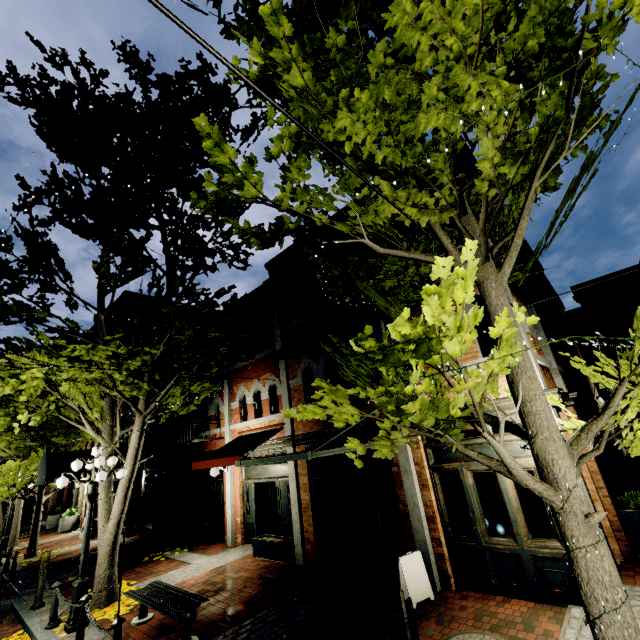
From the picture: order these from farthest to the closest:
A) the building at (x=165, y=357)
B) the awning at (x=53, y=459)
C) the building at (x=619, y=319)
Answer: the building at (x=165, y=357) < the awning at (x=53, y=459) < the building at (x=619, y=319)

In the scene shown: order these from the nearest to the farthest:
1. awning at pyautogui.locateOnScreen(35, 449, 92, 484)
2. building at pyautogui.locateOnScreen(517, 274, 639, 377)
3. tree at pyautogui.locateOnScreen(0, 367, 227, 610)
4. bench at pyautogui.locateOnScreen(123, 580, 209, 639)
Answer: bench at pyautogui.locateOnScreen(123, 580, 209, 639), tree at pyautogui.locateOnScreen(0, 367, 227, 610), building at pyautogui.locateOnScreen(517, 274, 639, 377), awning at pyautogui.locateOnScreen(35, 449, 92, 484)

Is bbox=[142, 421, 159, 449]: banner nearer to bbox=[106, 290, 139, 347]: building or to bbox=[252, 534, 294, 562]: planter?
bbox=[106, 290, 139, 347]: building

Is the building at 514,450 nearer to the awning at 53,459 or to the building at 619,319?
the awning at 53,459

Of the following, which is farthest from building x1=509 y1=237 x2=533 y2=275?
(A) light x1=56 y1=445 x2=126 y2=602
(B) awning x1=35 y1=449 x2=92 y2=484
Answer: (A) light x1=56 y1=445 x2=126 y2=602

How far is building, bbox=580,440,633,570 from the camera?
6.8m

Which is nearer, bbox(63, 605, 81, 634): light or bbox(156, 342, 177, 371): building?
bbox(63, 605, 81, 634): light

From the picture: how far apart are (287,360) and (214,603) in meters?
6.5
